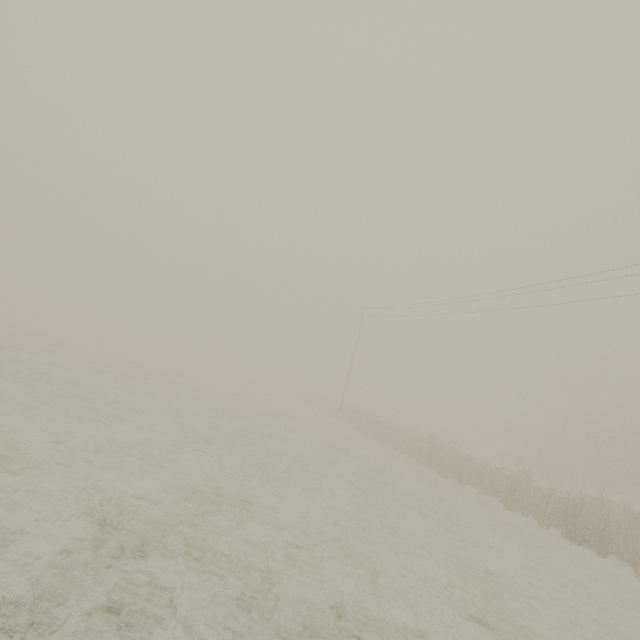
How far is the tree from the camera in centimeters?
5748cm

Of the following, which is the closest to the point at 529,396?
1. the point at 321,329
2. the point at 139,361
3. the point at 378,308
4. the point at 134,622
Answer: the point at 378,308

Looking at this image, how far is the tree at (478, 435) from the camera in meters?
57.5
